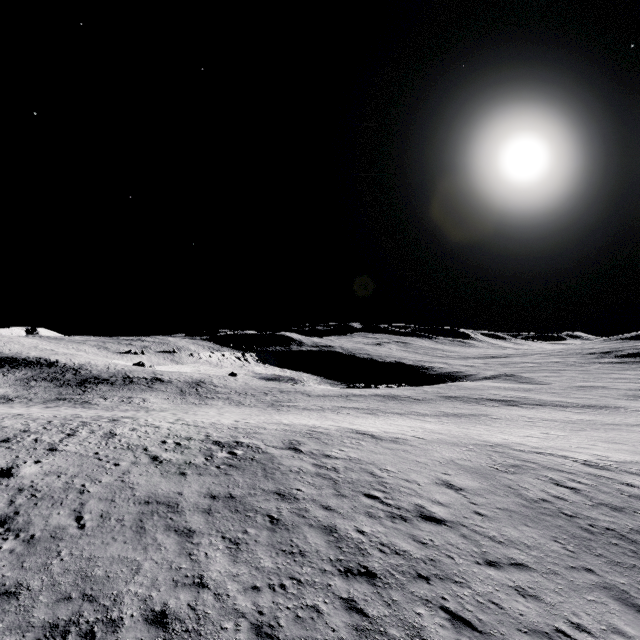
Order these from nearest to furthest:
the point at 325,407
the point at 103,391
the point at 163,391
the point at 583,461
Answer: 1. the point at 583,461
2. the point at 325,407
3. the point at 103,391
4. the point at 163,391
